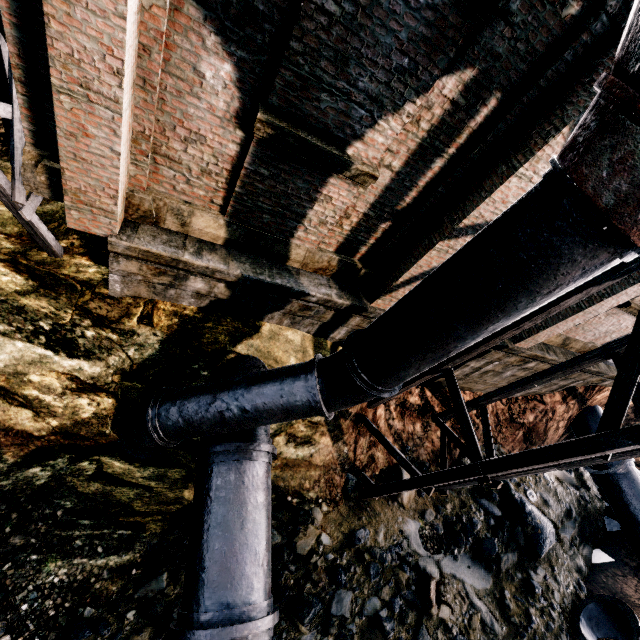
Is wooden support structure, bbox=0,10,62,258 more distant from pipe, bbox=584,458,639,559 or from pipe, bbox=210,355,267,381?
pipe, bbox=584,458,639,559

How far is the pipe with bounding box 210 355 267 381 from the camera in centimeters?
781cm

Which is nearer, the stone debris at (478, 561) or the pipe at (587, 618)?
the stone debris at (478, 561)

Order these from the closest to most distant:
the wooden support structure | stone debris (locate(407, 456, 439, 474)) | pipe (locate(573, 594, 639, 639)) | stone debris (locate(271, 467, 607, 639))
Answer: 1. the wooden support structure
2. stone debris (locate(271, 467, 607, 639))
3. pipe (locate(573, 594, 639, 639))
4. stone debris (locate(407, 456, 439, 474))

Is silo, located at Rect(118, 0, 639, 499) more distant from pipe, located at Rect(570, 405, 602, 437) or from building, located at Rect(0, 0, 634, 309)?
pipe, located at Rect(570, 405, 602, 437)

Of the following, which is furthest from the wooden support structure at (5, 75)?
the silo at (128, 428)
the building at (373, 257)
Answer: the silo at (128, 428)

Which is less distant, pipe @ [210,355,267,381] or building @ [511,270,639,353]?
pipe @ [210,355,267,381]

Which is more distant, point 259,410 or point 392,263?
point 392,263
